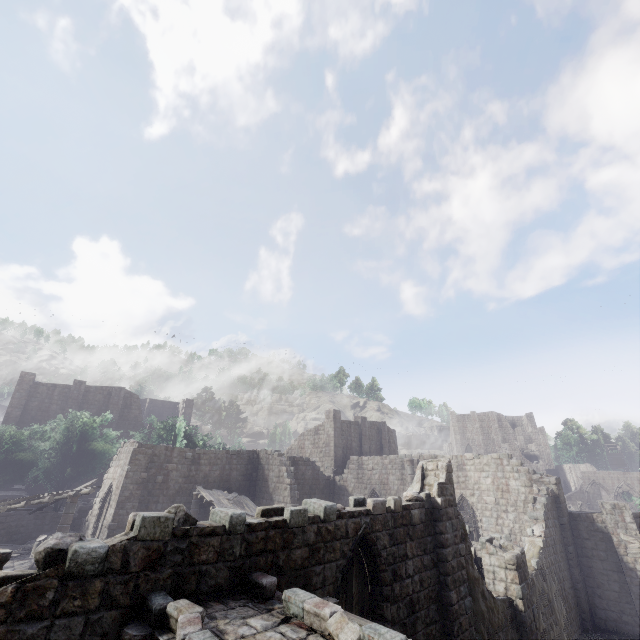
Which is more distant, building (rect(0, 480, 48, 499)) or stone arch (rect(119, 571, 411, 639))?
building (rect(0, 480, 48, 499))

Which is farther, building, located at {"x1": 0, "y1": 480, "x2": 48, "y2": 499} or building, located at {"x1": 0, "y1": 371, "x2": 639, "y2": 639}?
building, located at {"x1": 0, "y1": 480, "x2": 48, "y2": 499}

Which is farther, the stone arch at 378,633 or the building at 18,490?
the building at 18,490

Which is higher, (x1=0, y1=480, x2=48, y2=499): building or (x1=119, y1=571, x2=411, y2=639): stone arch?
(x1=119, y1=571, x2=411, y2=639): stone arch

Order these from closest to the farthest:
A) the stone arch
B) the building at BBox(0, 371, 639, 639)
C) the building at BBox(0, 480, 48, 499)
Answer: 1. the stone arch
2. the building at BBox(0, 371, 639, 639)
3. the building at BBox(0, 480, 48, 499)

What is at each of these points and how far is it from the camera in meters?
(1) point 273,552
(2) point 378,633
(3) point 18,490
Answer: (1) building, 6.5
(2) stone arch, 3.9
(3) building, 33.8
